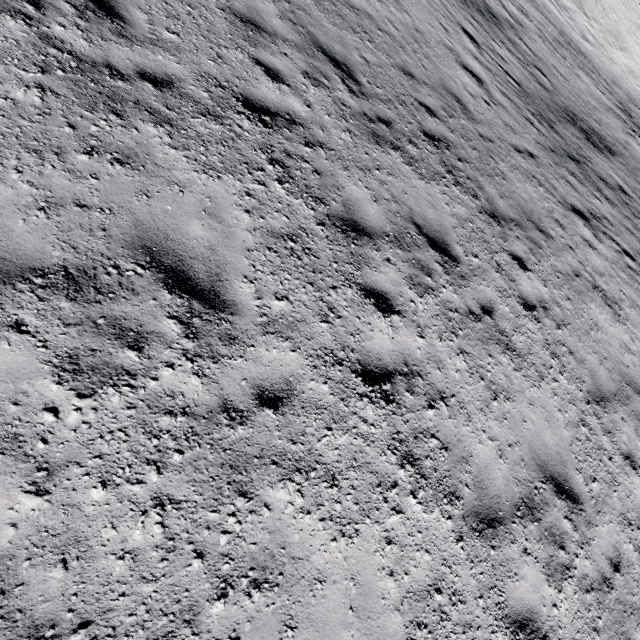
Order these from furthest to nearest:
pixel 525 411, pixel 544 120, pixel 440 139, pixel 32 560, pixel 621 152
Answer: pixel 621 152 → pixel 544 120 → pixel 440 139 → pixel 525 411 → pixel 32 560
